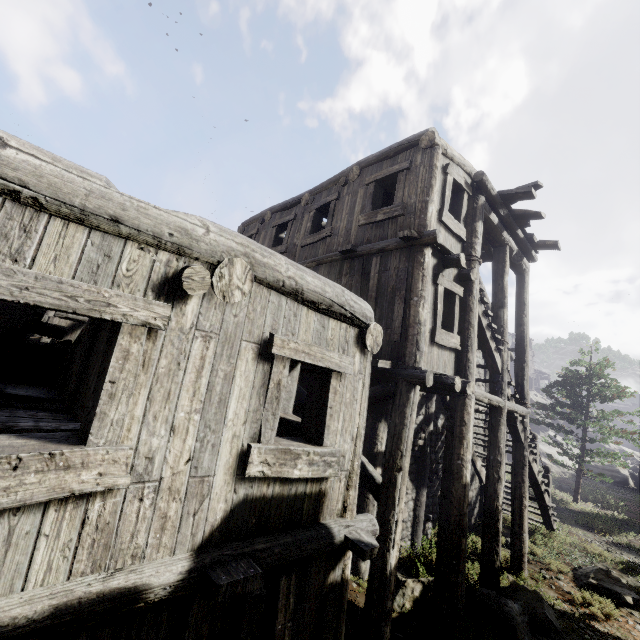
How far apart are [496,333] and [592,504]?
17.5 meters
